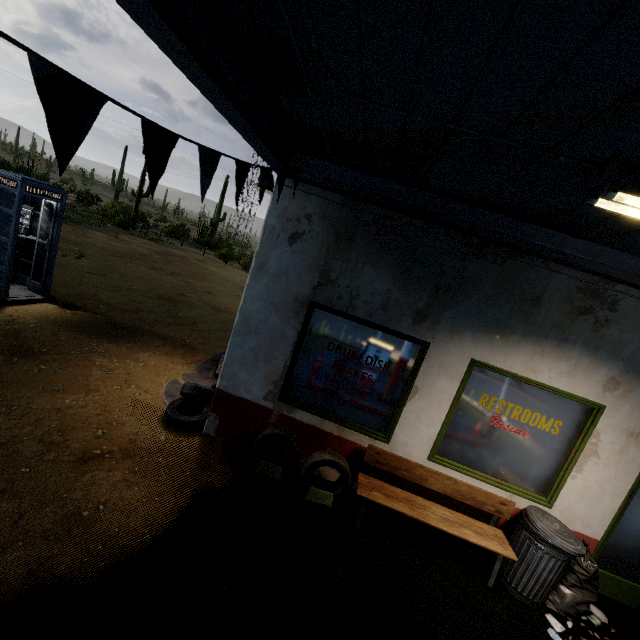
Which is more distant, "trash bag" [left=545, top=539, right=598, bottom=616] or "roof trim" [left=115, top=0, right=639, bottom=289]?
"trash bag" [left=545, top=539, right=598, bottom=616]

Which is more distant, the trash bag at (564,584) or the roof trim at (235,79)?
the trash bag at (564,584)

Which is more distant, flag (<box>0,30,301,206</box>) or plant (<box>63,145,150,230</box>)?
plant (<box>63,145,150,230</box>)

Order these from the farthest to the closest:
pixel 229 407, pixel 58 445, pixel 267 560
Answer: pixel 229 407 < pixel 58 445 < pixel 267 560

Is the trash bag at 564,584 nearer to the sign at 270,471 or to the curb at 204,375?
the sign at 270,471

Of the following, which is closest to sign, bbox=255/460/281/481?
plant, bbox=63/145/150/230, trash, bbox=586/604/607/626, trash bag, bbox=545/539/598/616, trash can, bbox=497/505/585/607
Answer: trash can, bbox=497/505/585/607

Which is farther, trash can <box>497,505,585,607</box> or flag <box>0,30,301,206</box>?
trash can <box>497,505,585,607</box>

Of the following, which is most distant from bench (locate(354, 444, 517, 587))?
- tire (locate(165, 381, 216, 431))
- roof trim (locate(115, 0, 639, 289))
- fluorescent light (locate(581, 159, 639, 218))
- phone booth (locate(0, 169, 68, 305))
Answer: phone booth (locate(0, 169, 68, 305))
